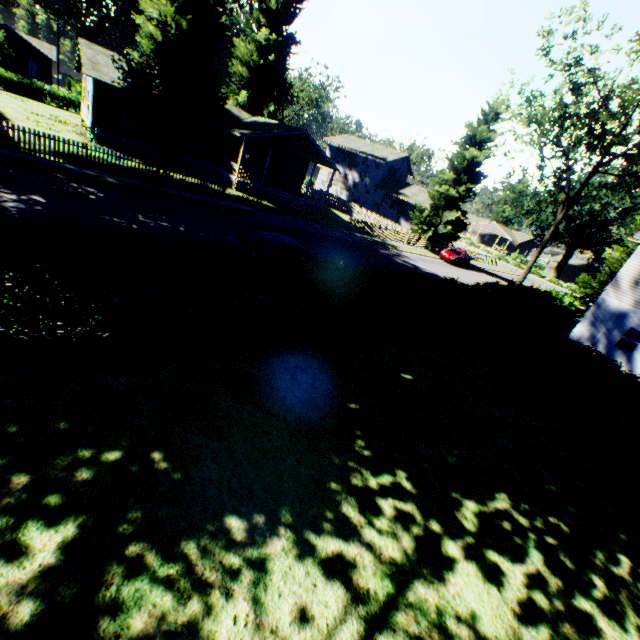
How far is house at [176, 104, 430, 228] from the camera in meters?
28.9 m

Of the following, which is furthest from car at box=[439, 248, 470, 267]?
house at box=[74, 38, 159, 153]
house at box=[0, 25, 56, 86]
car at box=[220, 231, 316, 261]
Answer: house at box=[0, 25, 56, 86]

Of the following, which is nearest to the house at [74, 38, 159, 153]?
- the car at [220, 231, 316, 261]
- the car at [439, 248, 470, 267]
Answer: the car at [439, 248, 470, 267]

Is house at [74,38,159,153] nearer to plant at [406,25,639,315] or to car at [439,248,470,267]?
plant at [406,25,639,315]

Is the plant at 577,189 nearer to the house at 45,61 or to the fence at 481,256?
the fence at 481,256

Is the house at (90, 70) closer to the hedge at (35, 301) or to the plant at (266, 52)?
the plant at (266, 52)

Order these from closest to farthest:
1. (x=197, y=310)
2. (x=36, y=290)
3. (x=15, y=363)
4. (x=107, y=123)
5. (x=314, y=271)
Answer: (x=36, y=290) < (x=15, y=363) < (x=197, y=310) < (x=314, y=271) < (x=107, y=123)

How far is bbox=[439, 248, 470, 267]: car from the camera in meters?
Answer: 34.6
